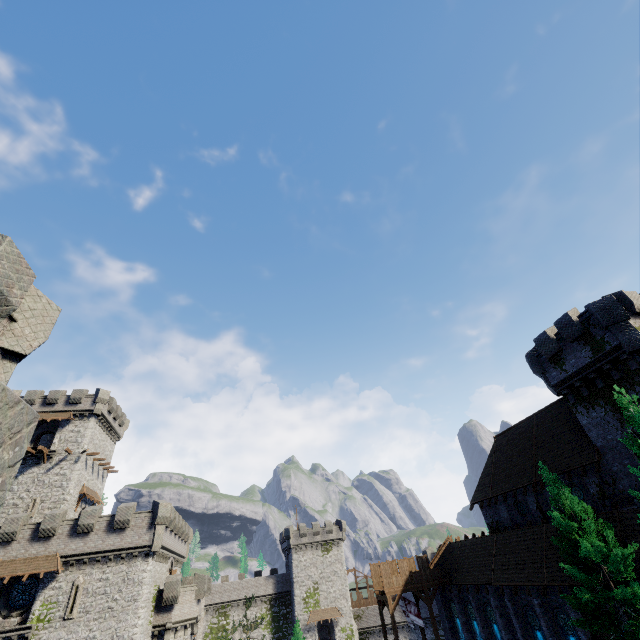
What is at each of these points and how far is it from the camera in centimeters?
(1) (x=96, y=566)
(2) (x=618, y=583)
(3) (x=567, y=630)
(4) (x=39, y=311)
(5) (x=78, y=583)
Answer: (1) building tower, 2841cm
(2) tree, 1625cm
(3) window glass, 2047cm
(4) building tower, 921cm
(5) window slit, 2752cm

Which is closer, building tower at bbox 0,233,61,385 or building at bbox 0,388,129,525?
building tower at bbox 0,233,61,385

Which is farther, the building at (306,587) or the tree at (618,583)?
the building at (306,587)

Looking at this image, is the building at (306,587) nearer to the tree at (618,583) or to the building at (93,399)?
the building at (93,399)

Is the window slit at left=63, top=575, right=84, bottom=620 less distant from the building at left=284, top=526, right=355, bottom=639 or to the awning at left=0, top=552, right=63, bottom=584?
the awning at left=0, top=552, right=63, bottom=584

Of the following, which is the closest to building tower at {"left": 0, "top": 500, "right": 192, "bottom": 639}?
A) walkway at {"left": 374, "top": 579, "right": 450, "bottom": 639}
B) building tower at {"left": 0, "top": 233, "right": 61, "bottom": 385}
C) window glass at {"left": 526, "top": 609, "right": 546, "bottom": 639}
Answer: walkway at {"left": 374, "top": 579, "right": 450, "bottom": 639}

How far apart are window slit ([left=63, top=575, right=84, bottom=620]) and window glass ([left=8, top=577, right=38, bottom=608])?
2.84m

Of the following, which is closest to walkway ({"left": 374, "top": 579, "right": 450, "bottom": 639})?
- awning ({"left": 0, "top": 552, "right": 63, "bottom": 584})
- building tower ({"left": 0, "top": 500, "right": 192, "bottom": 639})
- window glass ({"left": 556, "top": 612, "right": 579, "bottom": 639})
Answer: window glass ({"left": 556, "top": 612, "right": 579, "bottom": 639})
